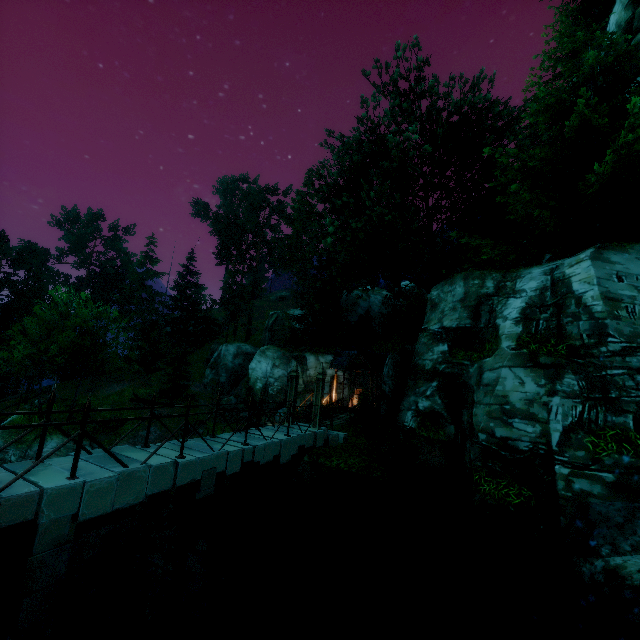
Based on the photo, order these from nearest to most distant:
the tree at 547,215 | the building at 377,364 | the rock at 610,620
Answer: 1. the rock at 610,620
2. the tree at 547,215
3. the building at 377,364

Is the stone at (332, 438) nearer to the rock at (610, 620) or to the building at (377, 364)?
the building at (377, 364)

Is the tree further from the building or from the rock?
the rock

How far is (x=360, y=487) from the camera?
10.70m

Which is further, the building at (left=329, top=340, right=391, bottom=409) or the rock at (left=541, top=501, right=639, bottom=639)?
the building at (left=329, top=340, right=391, bottom=409)

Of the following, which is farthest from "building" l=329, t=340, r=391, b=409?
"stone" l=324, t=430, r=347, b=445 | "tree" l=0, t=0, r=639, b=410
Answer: "stone" l=324, t=430, r=347, b=445

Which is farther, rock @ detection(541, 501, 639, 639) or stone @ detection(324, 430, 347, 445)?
stone @ detection(324, 430, 347, 445)

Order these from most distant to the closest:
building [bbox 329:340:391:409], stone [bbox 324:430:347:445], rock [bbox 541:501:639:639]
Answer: building [bbox 329:340:391:409], stone [bbox 324:430:347:445], rock [bbox 541:501:639:639]
